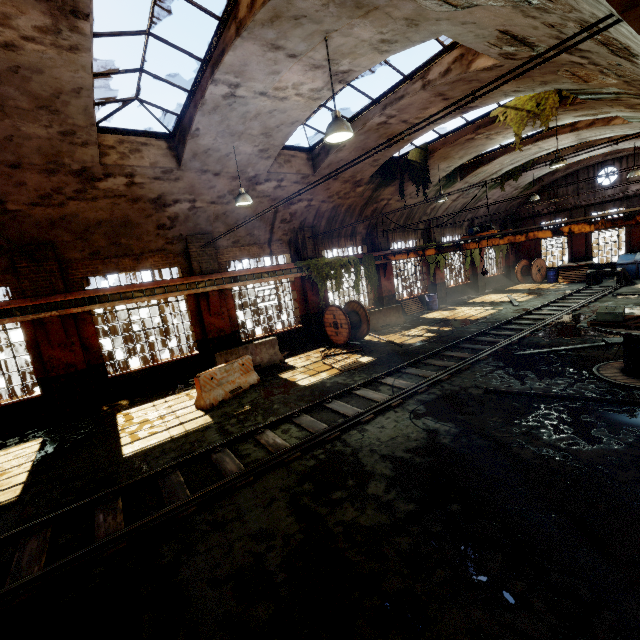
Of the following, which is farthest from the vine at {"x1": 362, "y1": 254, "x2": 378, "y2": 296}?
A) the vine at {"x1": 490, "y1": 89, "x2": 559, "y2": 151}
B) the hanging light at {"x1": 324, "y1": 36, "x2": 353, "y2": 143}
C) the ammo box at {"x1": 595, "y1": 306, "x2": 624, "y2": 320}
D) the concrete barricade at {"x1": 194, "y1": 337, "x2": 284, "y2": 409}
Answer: the hanging light at {"x1": 324, "y1": 36, "x2": 353, "y2": 143}

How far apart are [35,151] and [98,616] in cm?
941

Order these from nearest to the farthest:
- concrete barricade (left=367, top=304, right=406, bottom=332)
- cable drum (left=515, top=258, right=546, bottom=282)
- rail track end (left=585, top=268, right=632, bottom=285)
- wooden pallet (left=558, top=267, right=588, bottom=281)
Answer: concrete barricade (left=367, top=304, right=406, bottom=332), rail track end (left=585, top=268, right=632, bottom=285), wooden pallet (left=558, top=267, right=588, bottom=281), cable drum (left=515, top=258, right=546, bottom=282)

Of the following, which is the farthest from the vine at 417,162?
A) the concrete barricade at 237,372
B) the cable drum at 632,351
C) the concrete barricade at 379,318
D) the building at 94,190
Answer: the concrete barricade at 237,372

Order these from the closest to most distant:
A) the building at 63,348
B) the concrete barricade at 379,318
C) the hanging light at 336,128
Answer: the hanging light at 336,128
the building at 63,348
the concrete barricade at 379,318

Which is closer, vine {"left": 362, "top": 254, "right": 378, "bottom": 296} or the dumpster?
vine {"left": 362, "top": 254, "right": 378, "bottom": 296}

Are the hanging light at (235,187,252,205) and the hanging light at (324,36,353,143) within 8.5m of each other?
yes

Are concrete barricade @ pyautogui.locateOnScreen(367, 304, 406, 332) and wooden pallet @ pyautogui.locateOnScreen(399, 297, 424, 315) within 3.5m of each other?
yes
